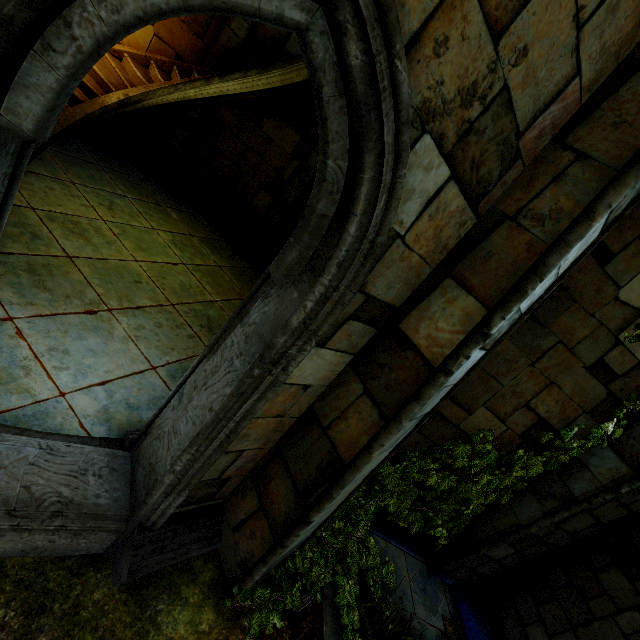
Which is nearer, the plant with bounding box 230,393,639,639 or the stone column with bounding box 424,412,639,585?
the plant with bounding box 230,393,639,639

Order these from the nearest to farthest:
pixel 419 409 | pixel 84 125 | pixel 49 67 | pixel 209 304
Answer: pixel 49 67 → pixel 419 409 → pixel 209 304 → pixel 84 125

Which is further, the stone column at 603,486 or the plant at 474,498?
the stone column at 603,486
